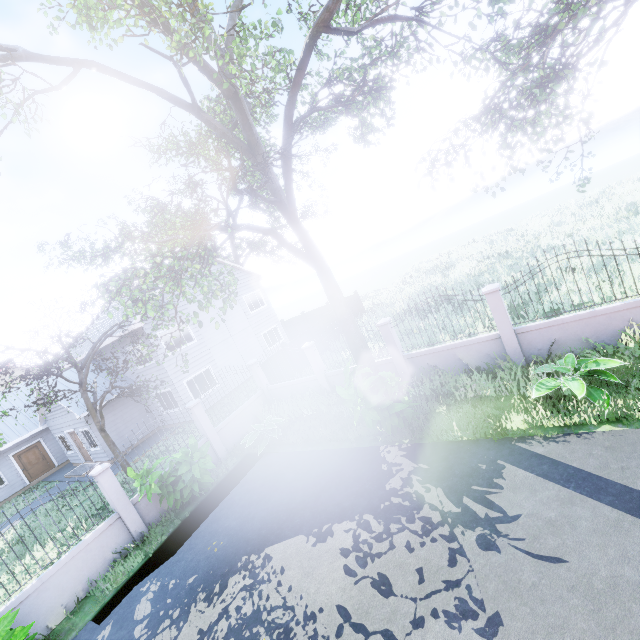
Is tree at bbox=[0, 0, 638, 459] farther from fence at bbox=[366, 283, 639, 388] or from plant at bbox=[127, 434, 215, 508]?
plant at bbox=[127, 434, 215, 508]

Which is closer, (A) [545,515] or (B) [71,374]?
(A) [545,515]

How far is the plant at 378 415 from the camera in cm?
750

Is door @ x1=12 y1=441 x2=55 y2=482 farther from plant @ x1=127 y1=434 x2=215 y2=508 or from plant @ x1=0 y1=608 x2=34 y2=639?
plant @ x1=0 y1=608 x2=34 y2=639

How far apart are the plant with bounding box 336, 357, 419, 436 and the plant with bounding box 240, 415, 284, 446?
3.6 meters

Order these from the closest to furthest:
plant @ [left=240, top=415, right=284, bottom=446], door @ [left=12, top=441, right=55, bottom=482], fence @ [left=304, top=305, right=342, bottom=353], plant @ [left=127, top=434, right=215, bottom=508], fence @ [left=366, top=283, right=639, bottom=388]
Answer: fence @ [left=366, top=283, right=639, bottom=388] < plant @ [left=127, top=434, right=215, bottom=508] < plant @ [left=240, top=415, right=284, bottom=446] < fence @ [left=304, top=305, right=342, bottom=353] < door @ [left=12, top=441, right=55, bottom=482]

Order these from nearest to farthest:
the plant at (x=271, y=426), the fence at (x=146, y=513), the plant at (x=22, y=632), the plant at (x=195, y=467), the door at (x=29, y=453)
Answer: the plant at (x=22, y=632)
the fence at (x=146, y=513)
the plant at (x=195, y=467)
the plant at (x=271, y=426)
the door at (x=29, y=453)

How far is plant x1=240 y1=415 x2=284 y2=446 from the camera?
11.2m
